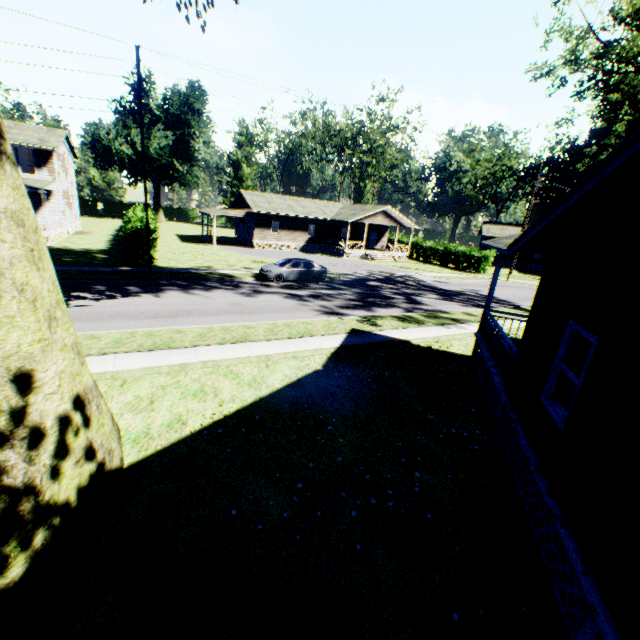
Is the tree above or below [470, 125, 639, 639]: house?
above

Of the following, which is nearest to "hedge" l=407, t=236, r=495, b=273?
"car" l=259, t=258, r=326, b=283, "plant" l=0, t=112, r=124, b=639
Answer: "car" l=259, t=258, r=326, b=283

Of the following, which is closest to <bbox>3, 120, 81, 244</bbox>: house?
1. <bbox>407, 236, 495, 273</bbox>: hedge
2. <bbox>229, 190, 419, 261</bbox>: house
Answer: <bbox>229, 190, 419, 261</bbox>: house

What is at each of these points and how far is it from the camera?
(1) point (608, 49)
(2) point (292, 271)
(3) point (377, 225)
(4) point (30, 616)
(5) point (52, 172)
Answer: (1) tree, 16.1m
(2) car, 22.4m
(3) house, 46.2m
(4) plant, 3.6m
(5) house, 29.6m

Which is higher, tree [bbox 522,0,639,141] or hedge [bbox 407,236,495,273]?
tree [bbox 522,0,639,141]

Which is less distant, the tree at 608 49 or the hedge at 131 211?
the tree at 608 49

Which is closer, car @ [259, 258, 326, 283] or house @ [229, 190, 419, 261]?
car @ [259, 258, 326, 283]

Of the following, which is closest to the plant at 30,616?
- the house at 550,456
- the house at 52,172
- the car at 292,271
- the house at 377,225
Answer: the house at 550,456
